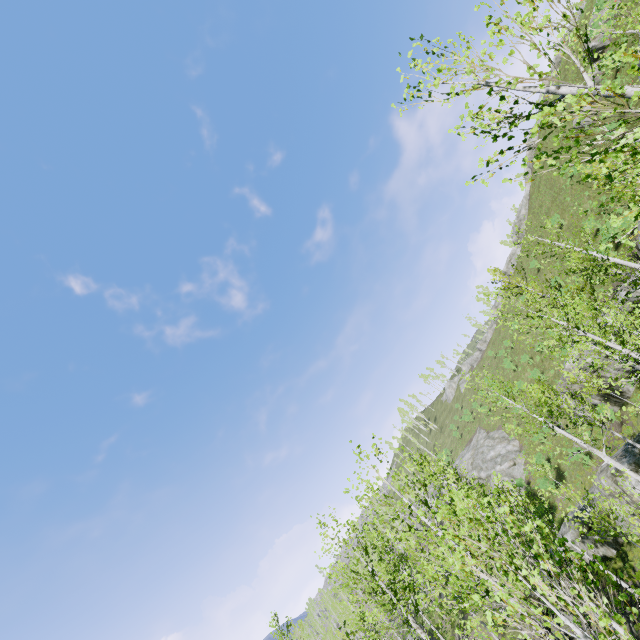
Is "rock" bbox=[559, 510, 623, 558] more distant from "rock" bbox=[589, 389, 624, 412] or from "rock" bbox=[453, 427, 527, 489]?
"rock" bbox=[453, 427, 527, 489]

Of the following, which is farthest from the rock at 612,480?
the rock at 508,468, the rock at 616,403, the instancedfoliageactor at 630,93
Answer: the rock at 508,468

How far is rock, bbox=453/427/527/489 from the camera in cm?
3616

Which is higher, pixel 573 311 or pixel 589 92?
pixel 589 92

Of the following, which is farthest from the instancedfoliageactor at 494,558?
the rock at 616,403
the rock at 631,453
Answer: the rock at 616,403

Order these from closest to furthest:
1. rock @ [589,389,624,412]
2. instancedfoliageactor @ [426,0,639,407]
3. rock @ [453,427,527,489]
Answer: instancedfoliageactor @ [426,0,639,407] < rock @ [589,389,624,412] < rock @ [453,427,527,489]
